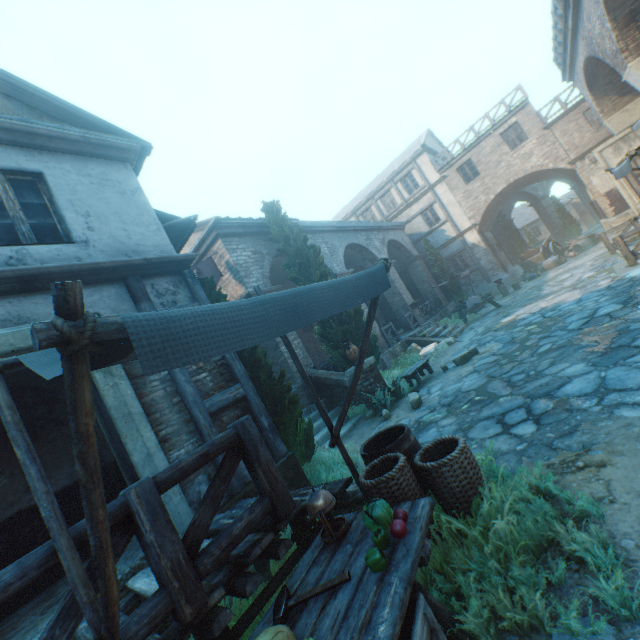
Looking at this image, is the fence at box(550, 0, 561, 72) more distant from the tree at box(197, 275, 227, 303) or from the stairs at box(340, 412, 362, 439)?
the stairs at box(340, 412, 362, 439)

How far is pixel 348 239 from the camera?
16.6 meters

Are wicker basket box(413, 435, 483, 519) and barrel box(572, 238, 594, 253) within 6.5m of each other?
no

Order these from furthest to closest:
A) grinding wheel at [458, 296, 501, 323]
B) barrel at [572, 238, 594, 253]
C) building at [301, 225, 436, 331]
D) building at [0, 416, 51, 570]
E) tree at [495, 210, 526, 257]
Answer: tree at [495, 210, 526, 257] → barrel at [572, 238, 594, 253] → grinding wheel at [458, 296, 501, 323] → building at [301, 225, 436, 331] → building at [0, 416, 51, 570]

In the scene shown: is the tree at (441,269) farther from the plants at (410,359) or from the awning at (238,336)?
the awning at (238,336)

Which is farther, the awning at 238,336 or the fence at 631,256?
the fence at 631,256

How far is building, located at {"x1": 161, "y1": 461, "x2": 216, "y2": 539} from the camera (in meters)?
4.12

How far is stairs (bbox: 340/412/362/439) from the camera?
8.2 meters
